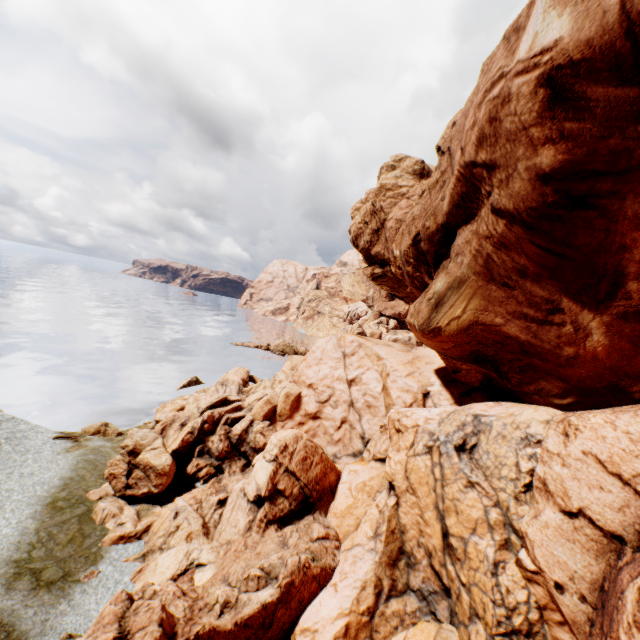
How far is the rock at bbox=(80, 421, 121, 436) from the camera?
22.66m

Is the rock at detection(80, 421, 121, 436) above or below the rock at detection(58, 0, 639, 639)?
below

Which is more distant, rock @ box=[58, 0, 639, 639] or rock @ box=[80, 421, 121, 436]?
rock @ box=[80, 421, 121, 436]

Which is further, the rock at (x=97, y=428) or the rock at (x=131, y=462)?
the rock at (x=97, y=428)

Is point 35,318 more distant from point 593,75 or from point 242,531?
point 593,75

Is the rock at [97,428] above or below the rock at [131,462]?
below
